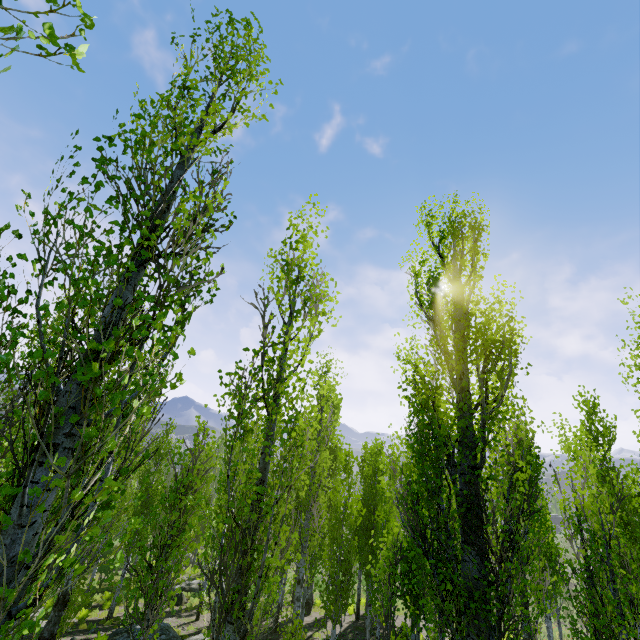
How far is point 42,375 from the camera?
1.9 meters

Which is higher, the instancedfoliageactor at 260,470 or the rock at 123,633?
the instancedfoliageactor at 260,470

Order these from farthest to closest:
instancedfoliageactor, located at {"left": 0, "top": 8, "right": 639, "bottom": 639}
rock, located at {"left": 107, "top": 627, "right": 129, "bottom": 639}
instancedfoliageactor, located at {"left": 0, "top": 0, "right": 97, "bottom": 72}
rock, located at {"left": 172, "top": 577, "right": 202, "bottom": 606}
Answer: rock, located at {"left": 172, "top": 577, "right": 202, "bottom": 606} → rock, located at {"left": 107, "top": 627, "right": 129, "bottom": 639} → instancedfoliageactor, located at {"left": 0, "top": 8, "right": 639, "bottom": 639} → instancedfoliageactor, located at {"left": 0, "top": 0, "right": 97, "bottom": 72}

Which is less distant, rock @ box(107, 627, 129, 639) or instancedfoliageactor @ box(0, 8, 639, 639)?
instancedfoliageactor @ box(0, 8, 639, 639)

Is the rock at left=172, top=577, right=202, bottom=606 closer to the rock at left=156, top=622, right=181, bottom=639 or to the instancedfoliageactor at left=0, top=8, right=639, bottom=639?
the instancedfoliageactor at left=0, top=8, right=639, bottom=639

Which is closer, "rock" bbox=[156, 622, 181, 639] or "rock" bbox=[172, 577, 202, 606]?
"rock" bbox=[156, 622, 181, 639]

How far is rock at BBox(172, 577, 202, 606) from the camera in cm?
2222

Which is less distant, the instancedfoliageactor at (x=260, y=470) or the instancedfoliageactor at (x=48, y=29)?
the instancedfoliageactor at (x=48, y=29)
